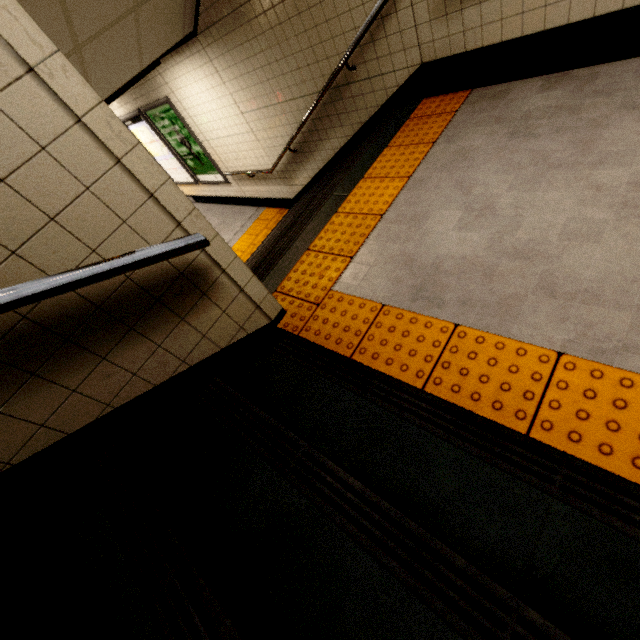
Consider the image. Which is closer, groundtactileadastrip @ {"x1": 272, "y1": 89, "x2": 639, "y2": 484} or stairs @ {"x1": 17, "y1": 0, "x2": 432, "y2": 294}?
groundtactileadastrip @ {"x1": 272, "y1": 89, "x2": 639, "y2": 484}

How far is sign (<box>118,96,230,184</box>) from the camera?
6.1m

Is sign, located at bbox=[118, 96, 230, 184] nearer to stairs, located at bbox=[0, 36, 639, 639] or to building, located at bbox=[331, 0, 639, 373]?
building, located at bbox=[331, 0, 639, 373]

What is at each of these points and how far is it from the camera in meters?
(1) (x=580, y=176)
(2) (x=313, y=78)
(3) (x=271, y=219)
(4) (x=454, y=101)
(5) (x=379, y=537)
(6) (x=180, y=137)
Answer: (1) building, 1.9 m
(2) stairs, 3.8 m
(3) groundtactileadastrip, 6.7 m
(4) groundtactileadastrip, 3.0 m
(5) stairs, 0.9 m
(6) sign, 6.5 m

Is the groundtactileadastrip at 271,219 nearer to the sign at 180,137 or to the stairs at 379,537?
the sign at 180,137

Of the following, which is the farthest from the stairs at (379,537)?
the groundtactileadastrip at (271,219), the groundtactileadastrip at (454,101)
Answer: the groundtactileadastrip at (271,219)

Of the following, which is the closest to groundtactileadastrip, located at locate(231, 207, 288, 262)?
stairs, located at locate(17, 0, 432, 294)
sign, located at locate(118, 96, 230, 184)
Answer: stairs, located at locate(17, 0, 432, 294)

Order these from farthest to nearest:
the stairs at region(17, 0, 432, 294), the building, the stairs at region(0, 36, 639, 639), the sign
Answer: the sign, the stairs at region(17, 0, 432, 294), the building, the stairs at region(0, 36, 639, 639)
